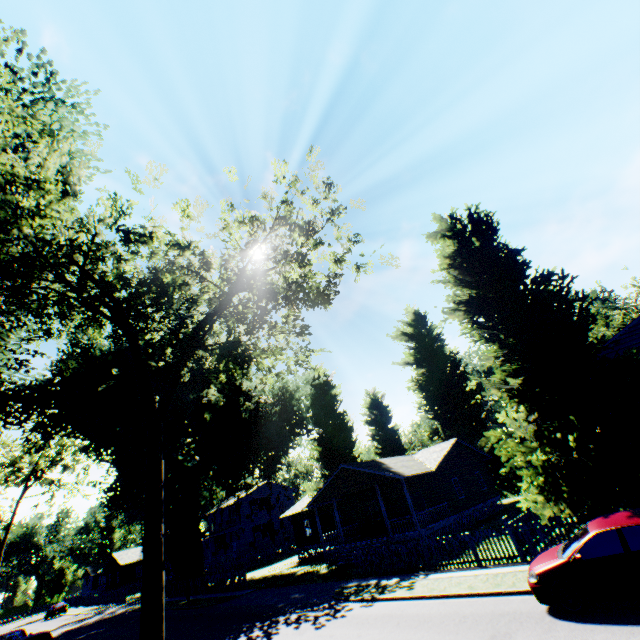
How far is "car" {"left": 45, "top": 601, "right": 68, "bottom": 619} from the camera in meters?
48.5

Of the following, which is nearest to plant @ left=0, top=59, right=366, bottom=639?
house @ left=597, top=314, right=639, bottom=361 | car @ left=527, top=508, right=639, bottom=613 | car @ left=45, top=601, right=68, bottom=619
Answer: house @ left=597, top=314, right=639, bottom=361

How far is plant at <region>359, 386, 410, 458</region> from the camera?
43.2m

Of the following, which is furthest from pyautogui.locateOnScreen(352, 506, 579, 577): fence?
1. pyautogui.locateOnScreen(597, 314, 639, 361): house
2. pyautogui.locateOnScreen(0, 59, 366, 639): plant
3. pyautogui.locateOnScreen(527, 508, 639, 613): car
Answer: pyautogui.locateOnScreen(527, 508, 639, 613): car

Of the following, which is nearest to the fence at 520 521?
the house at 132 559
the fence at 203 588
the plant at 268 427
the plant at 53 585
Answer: the plant at 268 427

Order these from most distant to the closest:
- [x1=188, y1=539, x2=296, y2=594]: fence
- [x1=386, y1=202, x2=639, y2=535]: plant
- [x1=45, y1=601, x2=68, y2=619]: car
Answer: [x1=45, y1=601, x2=68, y2=619]: car
[x1=188, y1=539, x2=296, y2=594]: fence
[x1=386, y1=202, x2=639, y2=535]: plant

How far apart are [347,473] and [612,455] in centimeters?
2000cm

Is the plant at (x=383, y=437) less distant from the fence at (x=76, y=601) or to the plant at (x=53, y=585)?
the fence at (x=76, y=601)
